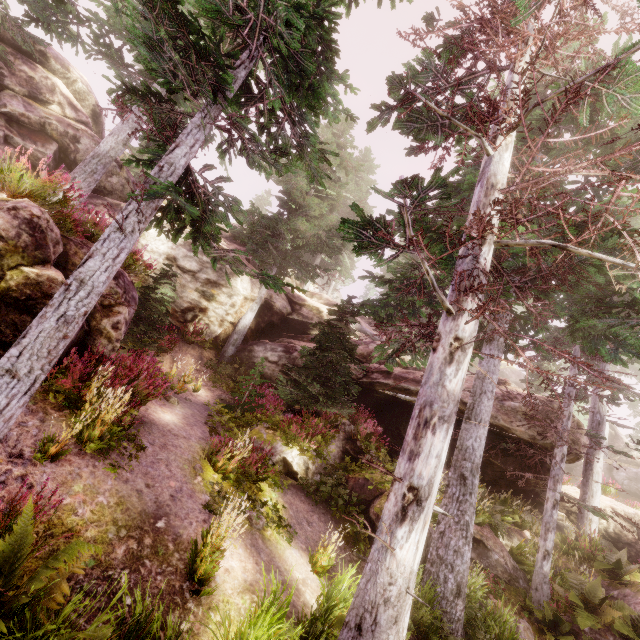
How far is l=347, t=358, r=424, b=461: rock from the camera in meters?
14.0

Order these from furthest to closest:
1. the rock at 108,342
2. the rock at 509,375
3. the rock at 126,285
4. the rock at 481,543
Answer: the rock at 509,375, the rock at 481,543, the rock at 126,285, the rock at 108,342

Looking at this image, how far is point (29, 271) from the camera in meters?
5.7 m

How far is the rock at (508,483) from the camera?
13.8m

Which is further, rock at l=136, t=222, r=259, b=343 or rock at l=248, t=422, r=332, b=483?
rock at l=136, t=222, r=259, b=343

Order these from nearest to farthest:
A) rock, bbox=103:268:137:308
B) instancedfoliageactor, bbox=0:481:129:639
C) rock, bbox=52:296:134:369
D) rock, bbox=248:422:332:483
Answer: instancedfoliageactor, bbox=0:481:129:639, rock, bbox=52:296:134:369, rock, bbox=103:268:137:308, rock, bbox=248:422:332:483
